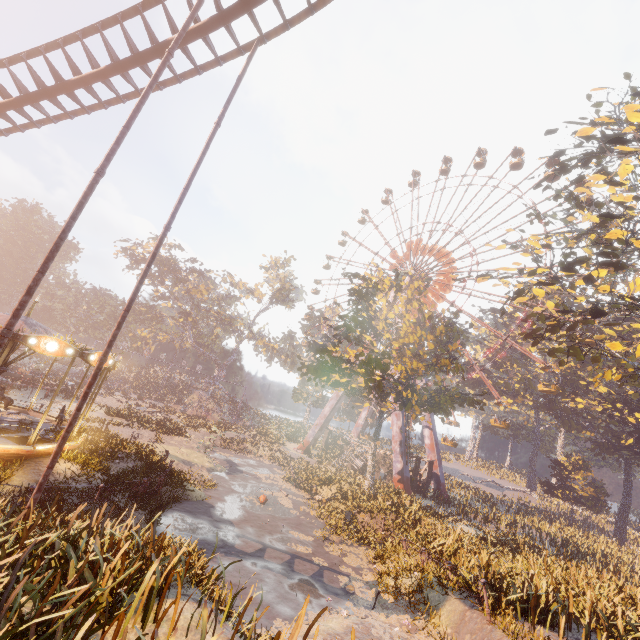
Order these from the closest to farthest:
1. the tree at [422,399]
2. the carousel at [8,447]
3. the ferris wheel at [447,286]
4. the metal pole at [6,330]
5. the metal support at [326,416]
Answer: the metal pole at [6,330]
the carousel at [8,447]
the tree at [422,399]
the ferris wheel at [447,286]
the metal support at [326,416]

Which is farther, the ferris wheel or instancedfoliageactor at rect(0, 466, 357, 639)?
the ferris wheel

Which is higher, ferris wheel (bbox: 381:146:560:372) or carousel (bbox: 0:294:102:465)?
ferris wheel (bbox: 381:146:560:372)

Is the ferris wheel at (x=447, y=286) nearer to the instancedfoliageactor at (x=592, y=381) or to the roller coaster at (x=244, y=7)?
the instancedfoliageactor at (x=592, y=381)

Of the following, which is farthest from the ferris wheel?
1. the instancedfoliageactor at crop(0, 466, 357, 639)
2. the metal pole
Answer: the instancedfoliageactor at crop(0, 466, 357, 639)

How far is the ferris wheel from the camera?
37.95m

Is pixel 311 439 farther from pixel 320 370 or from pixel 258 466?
pixel 320 370

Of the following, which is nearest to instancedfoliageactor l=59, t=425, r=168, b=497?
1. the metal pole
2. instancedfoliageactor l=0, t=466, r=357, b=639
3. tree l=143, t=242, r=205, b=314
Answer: instancedfoliageactor l=0, t=466, r=357, b=639
